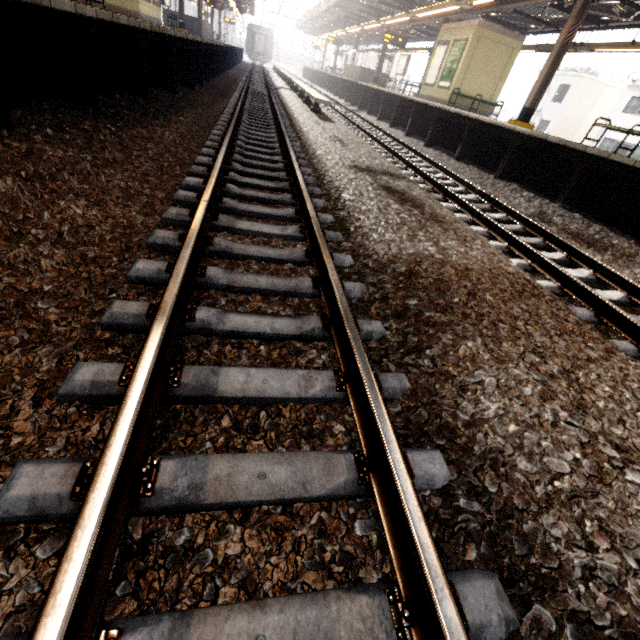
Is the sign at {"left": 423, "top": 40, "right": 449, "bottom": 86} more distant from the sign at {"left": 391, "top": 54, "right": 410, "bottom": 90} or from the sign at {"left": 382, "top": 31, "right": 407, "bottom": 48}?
the sign at {"left": 391, "top": 54, "right": 410, "bottom": 90}

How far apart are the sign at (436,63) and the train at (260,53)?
46.32m

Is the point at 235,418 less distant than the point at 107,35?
Yes

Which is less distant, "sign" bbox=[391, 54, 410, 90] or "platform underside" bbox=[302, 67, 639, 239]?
"platform underside" bbox=[302, 67, 639, 239]

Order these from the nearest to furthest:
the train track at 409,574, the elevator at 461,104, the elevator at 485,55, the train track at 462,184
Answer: the train track at 409,574 → the train track at 462,184 → the elevator at 485,55 → the elevator at 461,104

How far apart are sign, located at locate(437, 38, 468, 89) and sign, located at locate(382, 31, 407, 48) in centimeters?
672cm

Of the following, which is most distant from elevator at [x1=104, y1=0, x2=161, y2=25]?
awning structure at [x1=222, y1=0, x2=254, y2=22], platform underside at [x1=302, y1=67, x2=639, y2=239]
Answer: platform underside at [x1=302, y1=67, x2=639, y2=239]

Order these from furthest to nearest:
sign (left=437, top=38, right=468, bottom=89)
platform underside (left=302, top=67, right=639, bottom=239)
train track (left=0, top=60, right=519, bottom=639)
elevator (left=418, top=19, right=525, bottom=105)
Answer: sign (left=437, top=38, right=468, bottom=89) → elevator (left=418, top=19, right=525, bottom=105) → platform underside (left=302, top=67, right=639, bottom=239) → train track (left=0, top=60, right=519, bottom=639)
